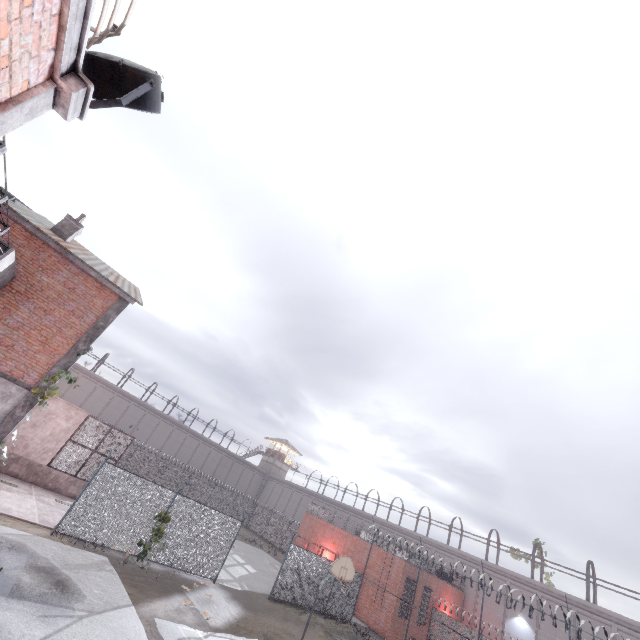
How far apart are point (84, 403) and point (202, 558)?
36.6 meters

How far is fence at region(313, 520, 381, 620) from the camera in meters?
20.6 m

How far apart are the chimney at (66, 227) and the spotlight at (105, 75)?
13.4 meters

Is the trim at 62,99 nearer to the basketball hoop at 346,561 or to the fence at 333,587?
the fence at 333,587

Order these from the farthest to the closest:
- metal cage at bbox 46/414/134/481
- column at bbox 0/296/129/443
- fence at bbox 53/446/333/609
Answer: metal cage at bbox 46/414/134/481 < fence at bbox 53/446/333/609 < column at bbox 0/296/129/443

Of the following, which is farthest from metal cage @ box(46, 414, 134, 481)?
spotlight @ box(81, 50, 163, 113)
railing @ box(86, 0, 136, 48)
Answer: railing @ box(86, 0, 136, 48)

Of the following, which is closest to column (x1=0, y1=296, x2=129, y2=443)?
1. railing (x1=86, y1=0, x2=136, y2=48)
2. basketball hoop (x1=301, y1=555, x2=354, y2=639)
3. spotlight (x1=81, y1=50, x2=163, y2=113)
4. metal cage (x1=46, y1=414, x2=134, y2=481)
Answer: metal cage (x1=46, y1=414, x2=134, y2=481)
